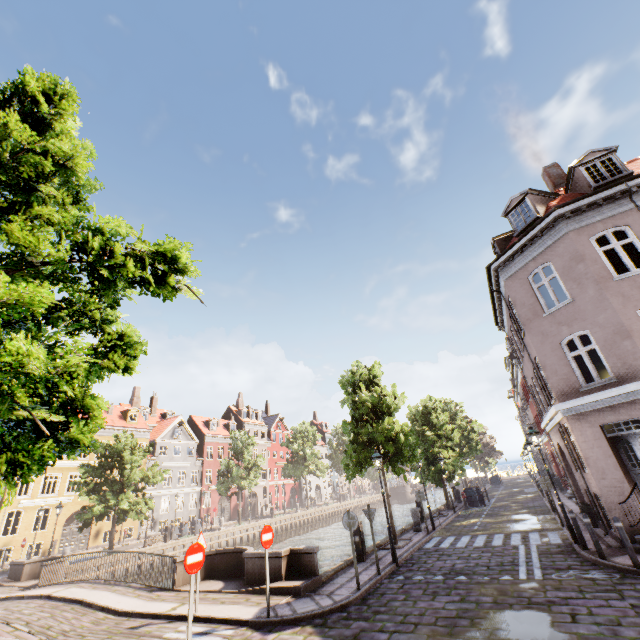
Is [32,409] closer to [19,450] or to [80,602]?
[19,450]

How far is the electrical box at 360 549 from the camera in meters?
12.4 m

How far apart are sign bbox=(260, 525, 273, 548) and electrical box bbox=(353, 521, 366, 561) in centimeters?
534cm

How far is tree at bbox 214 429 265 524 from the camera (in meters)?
34.88

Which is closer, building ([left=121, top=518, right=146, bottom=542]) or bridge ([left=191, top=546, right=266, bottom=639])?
bridge ([left=191, top=546, right=266, bottom=639])

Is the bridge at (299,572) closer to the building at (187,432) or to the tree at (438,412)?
the tree at (438,412)

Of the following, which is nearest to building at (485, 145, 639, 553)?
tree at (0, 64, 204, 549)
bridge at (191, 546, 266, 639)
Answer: tree at (0, 64, 204, 549)

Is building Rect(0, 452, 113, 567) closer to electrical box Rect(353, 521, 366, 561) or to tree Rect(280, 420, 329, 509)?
tree Rect(280, 420, 329, 509)
